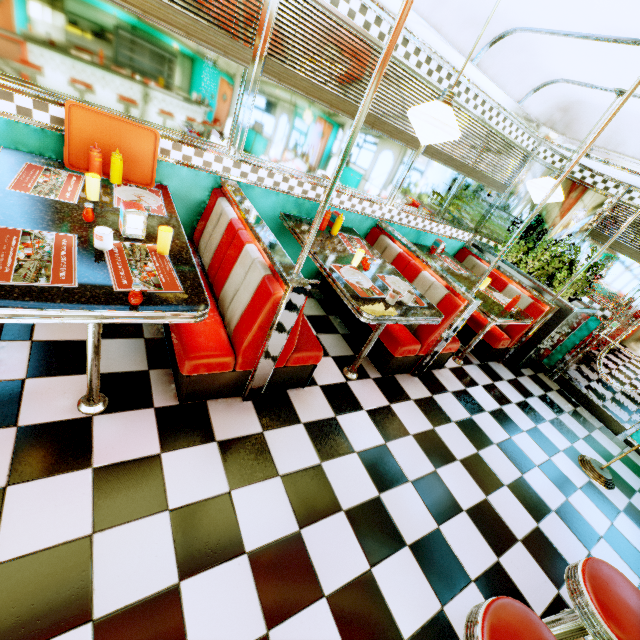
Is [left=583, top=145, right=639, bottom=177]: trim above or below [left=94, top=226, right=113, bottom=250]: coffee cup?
above

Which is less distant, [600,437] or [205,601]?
[205,601]

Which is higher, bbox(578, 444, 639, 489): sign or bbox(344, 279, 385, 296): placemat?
bbox(344, 279, 385, 296): placemat

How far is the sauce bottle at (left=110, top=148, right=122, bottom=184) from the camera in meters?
2.3

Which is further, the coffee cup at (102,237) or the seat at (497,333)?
the seat at (497,333)

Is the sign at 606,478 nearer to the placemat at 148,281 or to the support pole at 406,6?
the support pole at 406,6

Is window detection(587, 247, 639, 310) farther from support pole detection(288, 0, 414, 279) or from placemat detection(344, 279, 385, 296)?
support pole detection(288, 0, 414, 279)

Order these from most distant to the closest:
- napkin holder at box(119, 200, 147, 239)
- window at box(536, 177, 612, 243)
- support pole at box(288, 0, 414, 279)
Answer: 1. window at box(536, 177, 612, 243)
2. napkin holder at box(119, 200, 147, 239)
3. support pole at box(288, 0, 414, 279)
